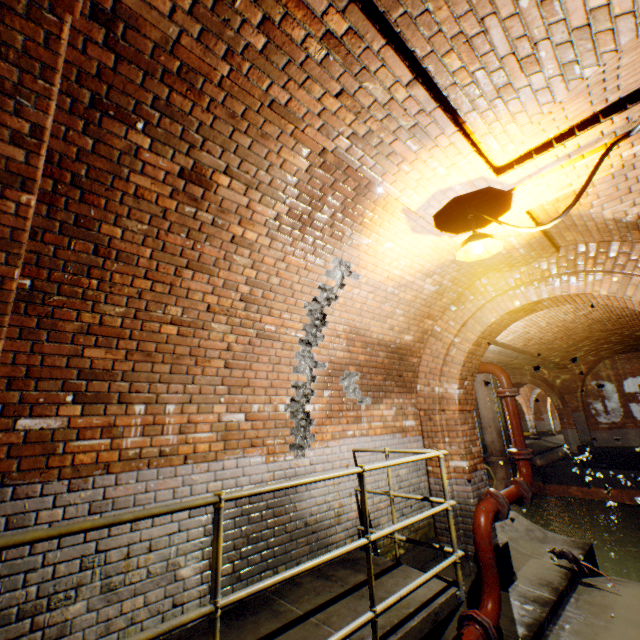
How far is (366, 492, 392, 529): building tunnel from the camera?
4.5 meters

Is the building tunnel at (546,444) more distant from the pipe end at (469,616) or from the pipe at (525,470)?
the pipe end at (469,616)

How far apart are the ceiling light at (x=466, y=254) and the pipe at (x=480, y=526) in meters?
3.0

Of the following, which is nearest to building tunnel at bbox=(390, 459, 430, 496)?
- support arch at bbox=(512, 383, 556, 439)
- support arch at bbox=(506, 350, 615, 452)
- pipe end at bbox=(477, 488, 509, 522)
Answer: pipe end at bbox=(477, 488, 509, 522)

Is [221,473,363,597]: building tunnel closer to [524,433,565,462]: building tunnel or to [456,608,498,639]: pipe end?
[456,608,498,639]: pipe end

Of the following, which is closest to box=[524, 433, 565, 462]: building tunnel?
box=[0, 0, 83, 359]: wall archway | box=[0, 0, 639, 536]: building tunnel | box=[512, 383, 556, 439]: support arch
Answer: box=[512, 383, 556, 439]: support arch

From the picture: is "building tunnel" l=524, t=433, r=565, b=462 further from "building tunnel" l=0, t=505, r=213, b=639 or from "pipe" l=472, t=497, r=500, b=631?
"pipe" l=472, t=497, r=500, b=631

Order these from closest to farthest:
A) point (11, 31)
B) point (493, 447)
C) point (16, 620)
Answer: point (11, 31) < point (16, 620) < point (493, 447)
